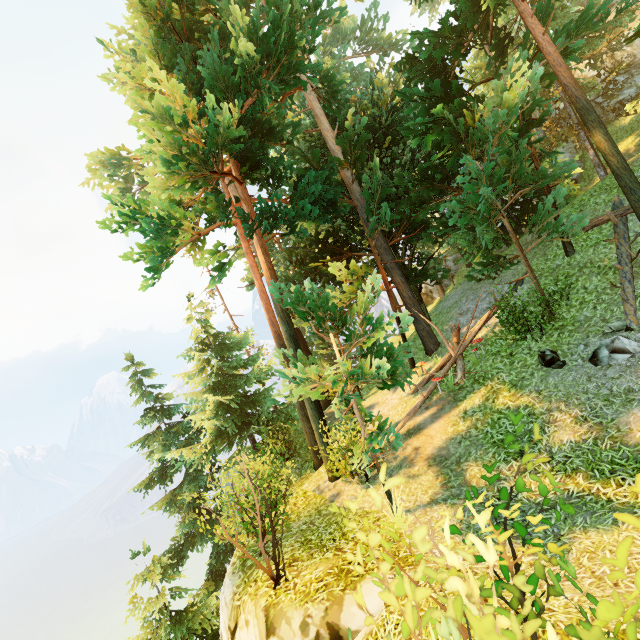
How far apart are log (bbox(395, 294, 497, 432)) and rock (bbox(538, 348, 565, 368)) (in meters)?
2.33

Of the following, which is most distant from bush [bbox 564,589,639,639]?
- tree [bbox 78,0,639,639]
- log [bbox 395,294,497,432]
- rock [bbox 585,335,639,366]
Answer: log [bbox 395,294,497,432]

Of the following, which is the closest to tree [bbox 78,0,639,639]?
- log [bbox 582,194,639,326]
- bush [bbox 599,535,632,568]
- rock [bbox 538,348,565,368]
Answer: log [bbox 582,194,639,326]

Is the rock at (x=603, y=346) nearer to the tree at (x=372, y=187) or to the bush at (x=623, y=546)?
the tree at (x=372, y=187)

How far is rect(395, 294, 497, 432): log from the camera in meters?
10.6 m

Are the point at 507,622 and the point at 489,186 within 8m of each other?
no

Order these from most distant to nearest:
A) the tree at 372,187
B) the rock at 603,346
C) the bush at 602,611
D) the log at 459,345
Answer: the log at 459,345 → the tree at 372,187 → the rock at 603,346 → the bush at 602,611

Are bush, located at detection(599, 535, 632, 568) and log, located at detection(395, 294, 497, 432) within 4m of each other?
no
